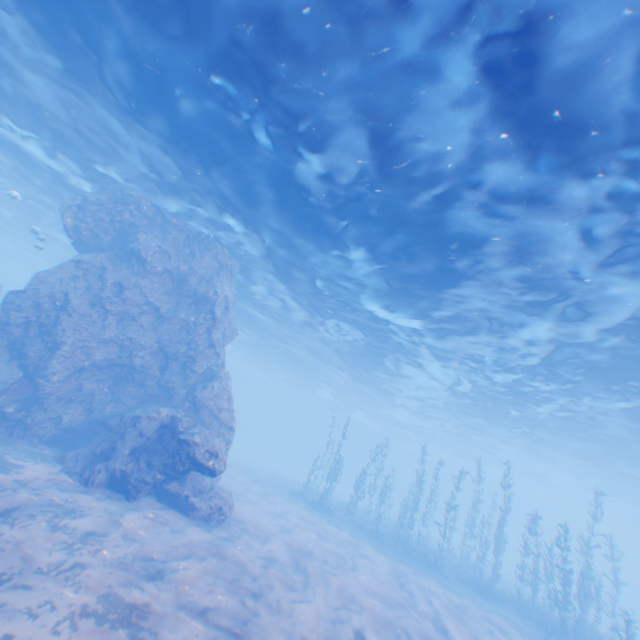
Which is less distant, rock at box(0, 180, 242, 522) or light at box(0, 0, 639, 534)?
light at box(0, 0, 639, 534)

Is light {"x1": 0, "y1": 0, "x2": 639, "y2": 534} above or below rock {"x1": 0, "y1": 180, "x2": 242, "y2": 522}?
above

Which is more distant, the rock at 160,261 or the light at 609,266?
the rock at 160,261

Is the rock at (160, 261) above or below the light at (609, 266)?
below

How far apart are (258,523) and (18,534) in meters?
10.1 m
